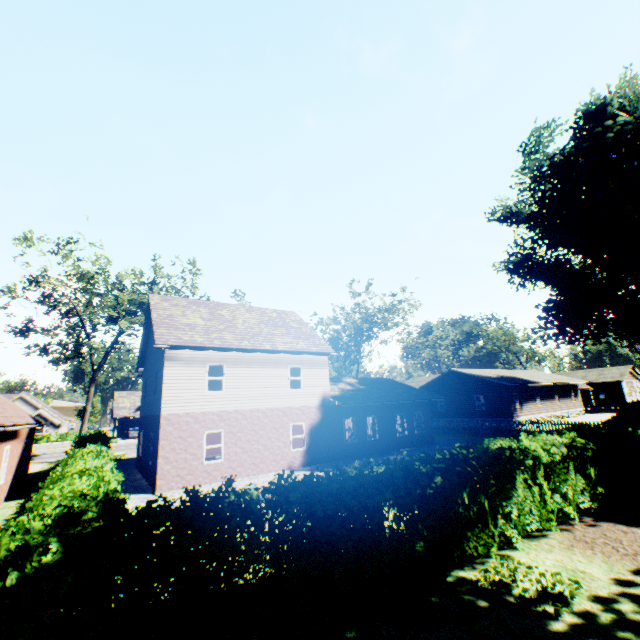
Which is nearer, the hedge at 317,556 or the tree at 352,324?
the hedge at 317,556

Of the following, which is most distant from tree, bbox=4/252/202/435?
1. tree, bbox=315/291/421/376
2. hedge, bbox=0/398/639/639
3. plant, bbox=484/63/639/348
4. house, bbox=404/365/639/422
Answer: house, bbox=404/365/639/422

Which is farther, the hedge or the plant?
the plant

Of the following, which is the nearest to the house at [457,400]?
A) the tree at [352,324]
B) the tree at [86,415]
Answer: the tree at [352,324]

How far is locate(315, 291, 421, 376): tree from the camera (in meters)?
38.91

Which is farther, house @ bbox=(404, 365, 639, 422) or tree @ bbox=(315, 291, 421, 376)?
tree @ bbox=(315, 291, 421, 376)

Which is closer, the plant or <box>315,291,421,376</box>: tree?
the plant

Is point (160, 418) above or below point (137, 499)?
above
